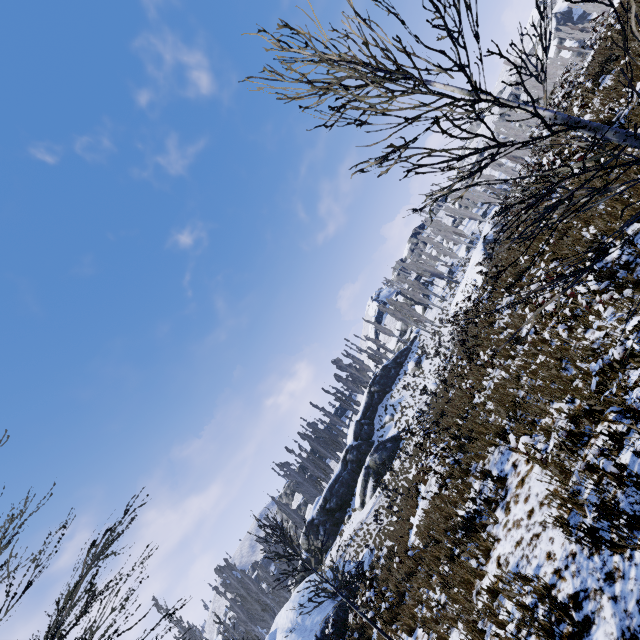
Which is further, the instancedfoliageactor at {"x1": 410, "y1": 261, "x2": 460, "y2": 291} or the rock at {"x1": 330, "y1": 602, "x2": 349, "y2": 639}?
the instancedfoliageactor at {"x1": 410, "y1": 261, "x2": 460, "y2": 291}

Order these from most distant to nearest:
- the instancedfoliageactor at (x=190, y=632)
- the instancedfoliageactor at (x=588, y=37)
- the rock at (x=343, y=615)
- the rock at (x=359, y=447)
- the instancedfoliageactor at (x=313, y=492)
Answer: the instancedfoliageactor at (x=313, y=492) < the rock at (x=359, y=447) < the rock at (x=343, y=615) < the instancedfoliageactor at (x=190, y=632) < the instancedfoliageactor at (x=588, y=37)

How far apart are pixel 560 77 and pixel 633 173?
54.5 meters

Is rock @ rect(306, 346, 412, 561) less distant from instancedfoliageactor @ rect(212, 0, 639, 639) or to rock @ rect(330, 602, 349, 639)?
instancedfoliageactor @ rect(212, 0, 639, 639)

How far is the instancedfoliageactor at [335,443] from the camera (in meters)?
50.31

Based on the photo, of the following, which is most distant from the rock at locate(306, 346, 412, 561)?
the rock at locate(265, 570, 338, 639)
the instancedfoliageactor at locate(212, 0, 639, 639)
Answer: the rock at locate(265, 570, 338, 639)

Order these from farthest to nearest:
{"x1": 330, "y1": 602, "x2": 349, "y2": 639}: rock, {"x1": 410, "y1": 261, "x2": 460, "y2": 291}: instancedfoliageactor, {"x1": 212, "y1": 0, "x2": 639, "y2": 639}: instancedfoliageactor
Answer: {"x1": 410, "y1": 261, "x2": 460, "y2": 291}: instancedfoliageactor
{"x1": 330, "y1": 602, "x2": 349, "y2": 639}: rock
{"x1": 212, "y1": 0, "x2": 639, "y2": 639}: instancedfoliageactor

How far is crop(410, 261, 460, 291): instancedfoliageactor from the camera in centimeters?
5500cm
